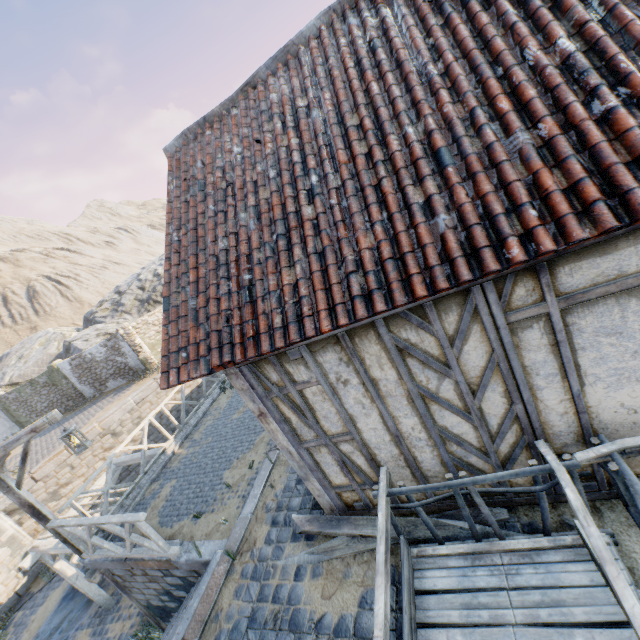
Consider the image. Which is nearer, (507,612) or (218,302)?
(507,612)

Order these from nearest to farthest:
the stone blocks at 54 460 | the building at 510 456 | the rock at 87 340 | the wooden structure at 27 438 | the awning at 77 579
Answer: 1. the building at 510 456
2. the wooden structure at 27 438
3. the awning at 77 579
4. the stone blocks at 54 460
5. the rock at 87 340

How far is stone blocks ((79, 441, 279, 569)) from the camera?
5.35m

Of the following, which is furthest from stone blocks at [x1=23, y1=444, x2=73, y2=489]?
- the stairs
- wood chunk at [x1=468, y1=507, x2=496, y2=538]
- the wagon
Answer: the wagon

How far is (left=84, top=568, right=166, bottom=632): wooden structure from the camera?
6.82m

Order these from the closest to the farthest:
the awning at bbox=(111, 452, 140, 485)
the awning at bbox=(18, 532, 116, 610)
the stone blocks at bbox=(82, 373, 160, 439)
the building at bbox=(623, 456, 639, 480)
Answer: the building at bbox=(623, 456, 639, 480) < the awning at bbox=(18, 532, 116, 610) < the awning at bbox=(111, 452, 140, 485) < the stone blocks at bbox=(82, 373, 160, 439)

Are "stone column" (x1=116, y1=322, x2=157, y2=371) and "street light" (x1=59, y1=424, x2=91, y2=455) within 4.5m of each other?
no

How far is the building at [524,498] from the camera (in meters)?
3.64
